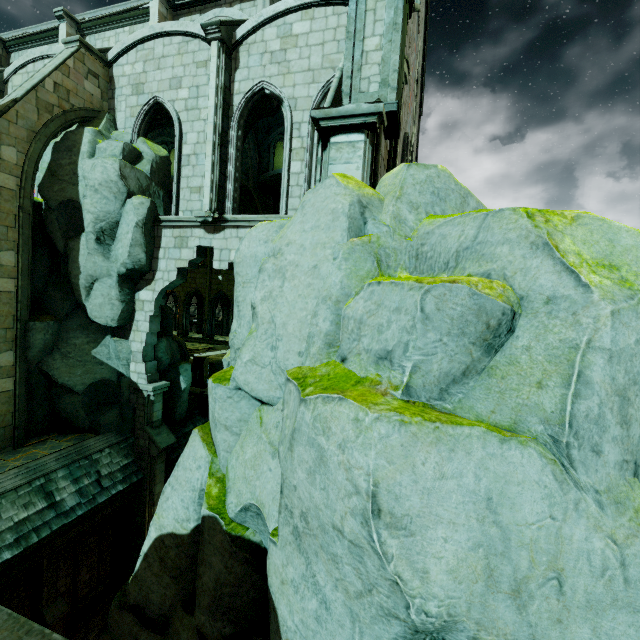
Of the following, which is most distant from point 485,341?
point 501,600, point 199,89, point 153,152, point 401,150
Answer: point 153,152

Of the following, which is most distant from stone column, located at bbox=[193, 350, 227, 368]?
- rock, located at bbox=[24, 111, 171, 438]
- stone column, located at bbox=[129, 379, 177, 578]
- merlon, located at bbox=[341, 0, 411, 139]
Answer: merlon, located at bbox=[341, 0, 411, 139]

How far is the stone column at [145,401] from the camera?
12.6m

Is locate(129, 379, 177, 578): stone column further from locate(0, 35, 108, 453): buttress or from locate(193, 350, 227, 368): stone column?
locate(193, 350, 227, 368): stone column

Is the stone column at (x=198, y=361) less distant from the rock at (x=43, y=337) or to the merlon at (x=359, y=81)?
the rock at (x=43, y=337)

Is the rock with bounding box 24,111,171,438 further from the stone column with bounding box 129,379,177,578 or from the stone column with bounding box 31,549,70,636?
the stone column with bounding box 31,549,70,636

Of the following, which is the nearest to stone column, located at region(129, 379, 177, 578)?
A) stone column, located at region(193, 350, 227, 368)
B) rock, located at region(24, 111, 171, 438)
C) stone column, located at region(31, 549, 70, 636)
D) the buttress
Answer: rock, located at region(24, 111, 171, 438)

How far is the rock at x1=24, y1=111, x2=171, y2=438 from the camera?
11.45m
